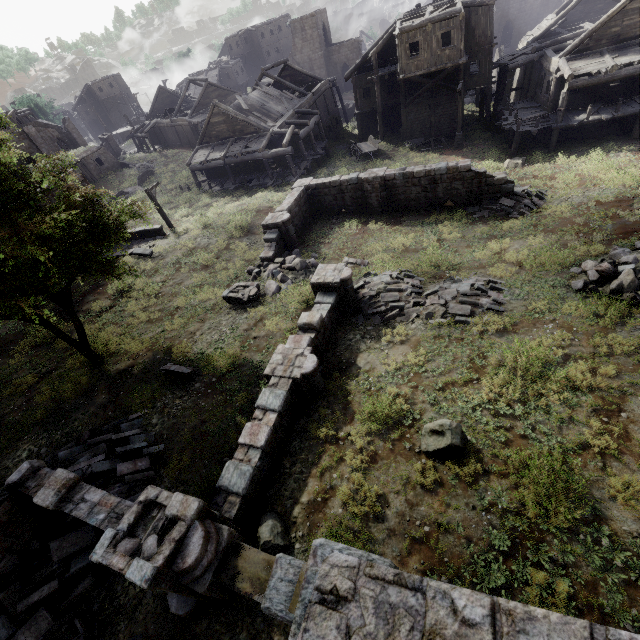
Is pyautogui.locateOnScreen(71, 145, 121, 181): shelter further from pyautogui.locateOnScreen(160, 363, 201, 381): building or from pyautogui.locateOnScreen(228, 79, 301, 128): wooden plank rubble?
pyautogui.locateOnScreen(160, 363, 201, 381): building

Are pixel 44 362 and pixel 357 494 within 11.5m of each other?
no

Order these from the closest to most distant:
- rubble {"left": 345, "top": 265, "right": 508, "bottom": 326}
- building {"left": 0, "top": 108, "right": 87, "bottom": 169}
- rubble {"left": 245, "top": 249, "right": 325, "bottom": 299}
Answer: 1. rubble {"left": 345, "top": 265, "right": 508, "bottom": 326}
2. rubble {"left": 245, "top": 249, "right": 325, "bottom": 299}
3. building {"left": 0, "top": 108, "right": 87, "bottom": 169}

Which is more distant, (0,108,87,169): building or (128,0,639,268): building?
(0,108,87,169): building

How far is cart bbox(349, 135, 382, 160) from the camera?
28.9 meters

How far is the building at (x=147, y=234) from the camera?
20.97m

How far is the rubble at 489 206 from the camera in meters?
17.4 m

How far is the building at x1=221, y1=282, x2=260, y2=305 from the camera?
15.5m
